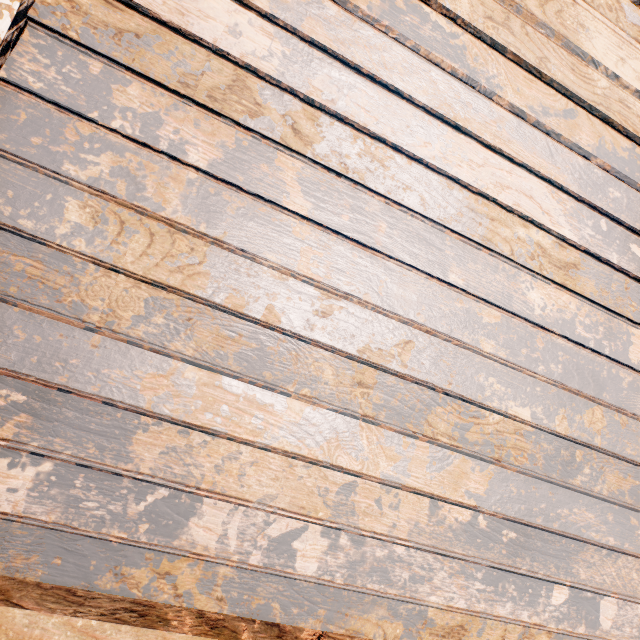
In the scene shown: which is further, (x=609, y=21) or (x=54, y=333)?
(x=609, y=21)
